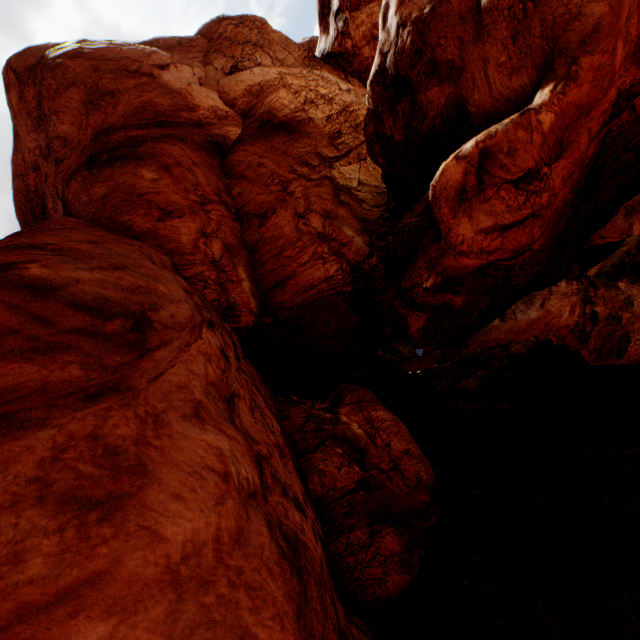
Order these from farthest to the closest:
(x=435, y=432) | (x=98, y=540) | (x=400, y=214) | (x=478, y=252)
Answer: (x=435, y=432)
(x=400, y=214)
(x=478, y=252)
(x=98, y=540)
